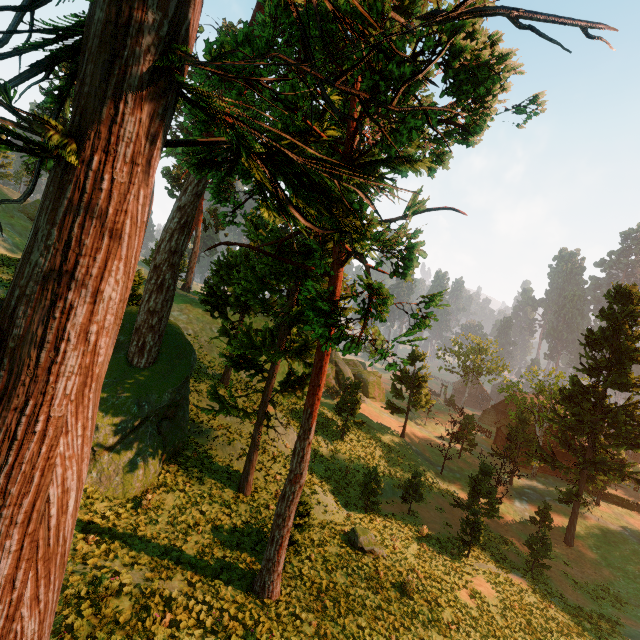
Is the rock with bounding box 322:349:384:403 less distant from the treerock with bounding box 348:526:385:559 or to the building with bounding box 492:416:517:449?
the treerock with bounding box 348:526:385:559

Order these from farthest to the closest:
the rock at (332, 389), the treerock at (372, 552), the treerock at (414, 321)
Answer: the rock at (332, 389) < the treerock at (372, 552) < the treerock at (414, 321)

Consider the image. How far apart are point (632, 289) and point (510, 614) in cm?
2683

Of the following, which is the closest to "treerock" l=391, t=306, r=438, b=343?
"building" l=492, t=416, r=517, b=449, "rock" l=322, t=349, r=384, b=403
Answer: "building" l=492, t=416, r=517, b=449

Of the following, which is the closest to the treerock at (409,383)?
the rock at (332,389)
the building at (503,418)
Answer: the building at (503,418)

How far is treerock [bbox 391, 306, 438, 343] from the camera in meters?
6.8

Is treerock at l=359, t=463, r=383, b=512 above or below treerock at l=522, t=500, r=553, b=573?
above

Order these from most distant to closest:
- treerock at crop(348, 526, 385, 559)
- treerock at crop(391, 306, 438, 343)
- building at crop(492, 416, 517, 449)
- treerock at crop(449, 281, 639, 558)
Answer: building at crop(492, 416, 517, 449)
treerock at crop(449, 281, 639, 558)
treerock at crop(348, 526, 385, 559)
treerock at crop(391, 306, 438, 343)
